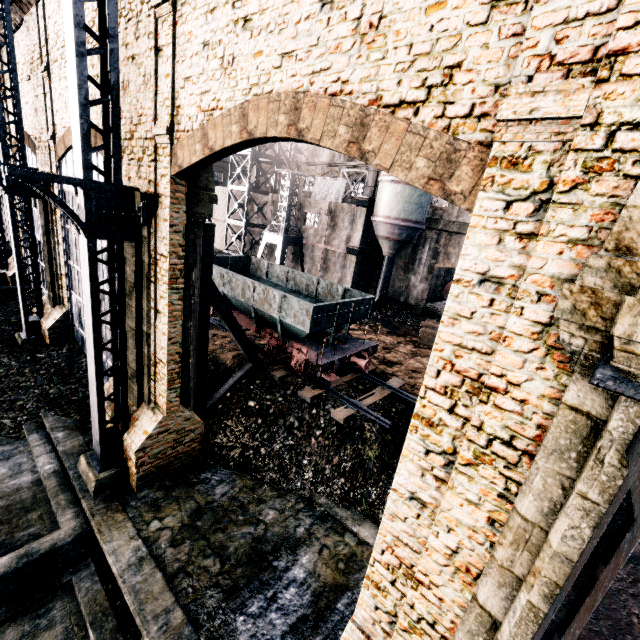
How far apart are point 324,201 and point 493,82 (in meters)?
31.30

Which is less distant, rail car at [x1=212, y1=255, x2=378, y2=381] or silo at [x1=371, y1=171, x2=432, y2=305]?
rail car at [x1=212, y1=255, x2=378, y2=381]

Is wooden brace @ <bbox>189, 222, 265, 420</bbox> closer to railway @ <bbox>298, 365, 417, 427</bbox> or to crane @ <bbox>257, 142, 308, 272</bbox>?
railway @ <bbox>298, 365, 417, 427</bbox>

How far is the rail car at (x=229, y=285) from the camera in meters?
14.3 m

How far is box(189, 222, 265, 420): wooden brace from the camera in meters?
11.5

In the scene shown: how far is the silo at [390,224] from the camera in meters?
27.4 m

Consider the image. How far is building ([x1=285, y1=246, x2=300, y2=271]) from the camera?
37.2 meters

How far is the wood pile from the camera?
26.2 meters
